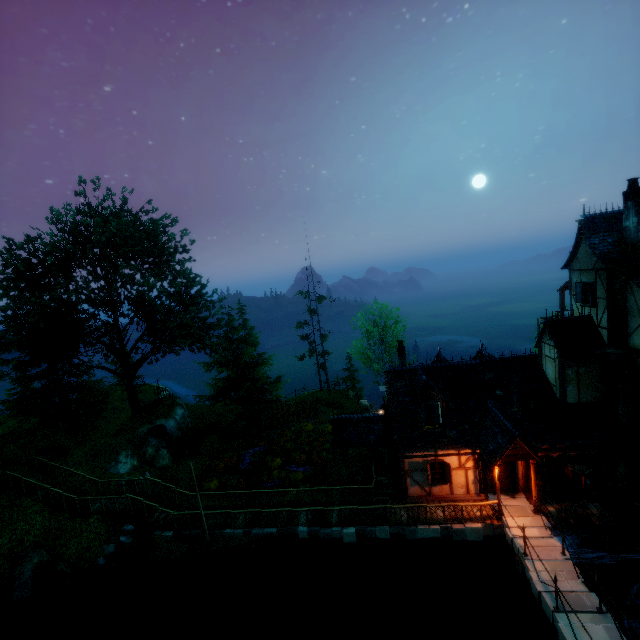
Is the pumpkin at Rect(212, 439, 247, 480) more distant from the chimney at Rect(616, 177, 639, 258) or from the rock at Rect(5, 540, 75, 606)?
the chimney at Rect(616, 177, 639, 258)

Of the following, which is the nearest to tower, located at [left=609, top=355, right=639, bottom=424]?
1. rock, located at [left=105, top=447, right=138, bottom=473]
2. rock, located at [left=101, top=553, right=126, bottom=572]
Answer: rock, located at [left=101, top=553, right=126, bottom=572]

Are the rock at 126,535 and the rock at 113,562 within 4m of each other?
yes

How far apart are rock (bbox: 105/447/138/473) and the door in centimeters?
2315cm

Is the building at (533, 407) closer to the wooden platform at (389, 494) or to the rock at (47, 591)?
the wooden platform at (389, 494)

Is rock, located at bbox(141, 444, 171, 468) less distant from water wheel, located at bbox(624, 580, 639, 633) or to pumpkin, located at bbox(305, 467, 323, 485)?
pumpkin, located at bbox(305, 467, 323, 485)

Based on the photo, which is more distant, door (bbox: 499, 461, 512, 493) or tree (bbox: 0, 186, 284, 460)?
tree (bbox: 0, 186, 284, 460)

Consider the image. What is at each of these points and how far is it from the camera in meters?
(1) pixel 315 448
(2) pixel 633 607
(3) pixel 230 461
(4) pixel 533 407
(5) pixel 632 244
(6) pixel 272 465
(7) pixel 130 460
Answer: (1) pumpkin, 24.8
(2) water wheel, 15.0
(3) pumpkin, 24.8
(4) building, 17.2
(5) chimney, 14.9
(6) pumpkin, 23.7
(7) rock, 22.8
